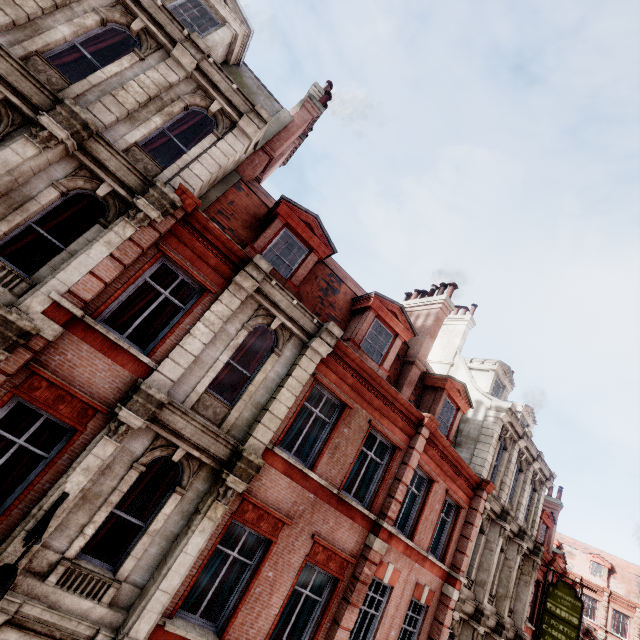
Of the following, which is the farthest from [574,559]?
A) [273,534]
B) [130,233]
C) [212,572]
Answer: [130,233]

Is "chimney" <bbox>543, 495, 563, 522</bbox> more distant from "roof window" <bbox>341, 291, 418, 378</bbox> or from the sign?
"roof window" <bbox>341, 291, 418, 378</bbox>

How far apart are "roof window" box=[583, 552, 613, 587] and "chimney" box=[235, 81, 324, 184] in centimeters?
5429cm

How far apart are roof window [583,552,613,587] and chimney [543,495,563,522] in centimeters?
2447cm

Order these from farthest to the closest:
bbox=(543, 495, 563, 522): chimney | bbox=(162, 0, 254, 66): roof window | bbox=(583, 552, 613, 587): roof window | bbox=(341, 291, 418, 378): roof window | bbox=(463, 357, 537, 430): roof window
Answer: bbox=(583, 552, 613, 587): roof window → bbox=(543, 495, 563, 522): chimney → bbox=(463, 357, 537, 430): roof window → bbox=(341, 291, 418, 378): roof window → bbox=(162, 0, 254, 66): roof window

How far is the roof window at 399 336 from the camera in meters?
11.4

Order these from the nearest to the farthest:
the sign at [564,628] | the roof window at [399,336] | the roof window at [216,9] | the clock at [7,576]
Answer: the clock at [7,576], the roof window at [216,9], the roof window at [399,336], the sign at [564,628]

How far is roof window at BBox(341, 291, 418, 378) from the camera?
11.4m
